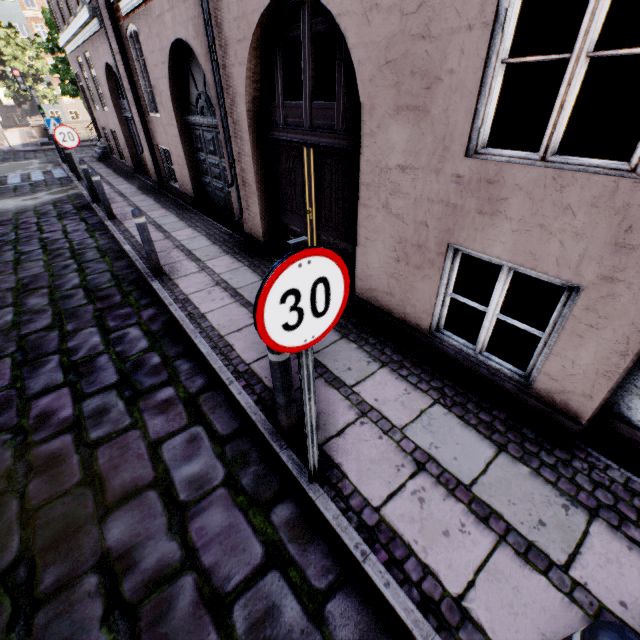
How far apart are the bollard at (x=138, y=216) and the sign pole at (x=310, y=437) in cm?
443

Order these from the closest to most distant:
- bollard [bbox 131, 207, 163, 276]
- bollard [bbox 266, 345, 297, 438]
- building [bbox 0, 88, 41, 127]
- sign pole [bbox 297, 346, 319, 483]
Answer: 1. sign pole [bbox 297, 346, 319, 483]
2. bollard [bbox 266, 345, 297, 438]
3. bollard [bbox 131, 207, 163, 276]
4. building [bbox 0, 88, 41, 127]

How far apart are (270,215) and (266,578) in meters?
5.3 m

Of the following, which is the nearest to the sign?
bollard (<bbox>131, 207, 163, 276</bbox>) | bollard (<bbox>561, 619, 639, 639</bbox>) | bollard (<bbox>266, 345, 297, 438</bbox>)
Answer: bollard (<bbox>266, 345, 297, 438</bbox>)

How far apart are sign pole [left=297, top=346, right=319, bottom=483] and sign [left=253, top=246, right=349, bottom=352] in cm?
3

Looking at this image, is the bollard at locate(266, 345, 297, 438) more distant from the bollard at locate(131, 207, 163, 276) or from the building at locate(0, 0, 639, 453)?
the bollard at locate(131, 207, 163, 276)

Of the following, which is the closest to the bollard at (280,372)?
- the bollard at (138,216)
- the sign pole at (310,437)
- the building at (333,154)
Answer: the sign pole at (310,437)

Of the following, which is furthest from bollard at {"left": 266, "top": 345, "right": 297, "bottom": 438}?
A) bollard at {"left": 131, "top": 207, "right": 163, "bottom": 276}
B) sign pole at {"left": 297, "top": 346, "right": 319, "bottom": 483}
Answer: bollard at {"left": 131, "top": 207, "right": 163, "bottom": 276}
